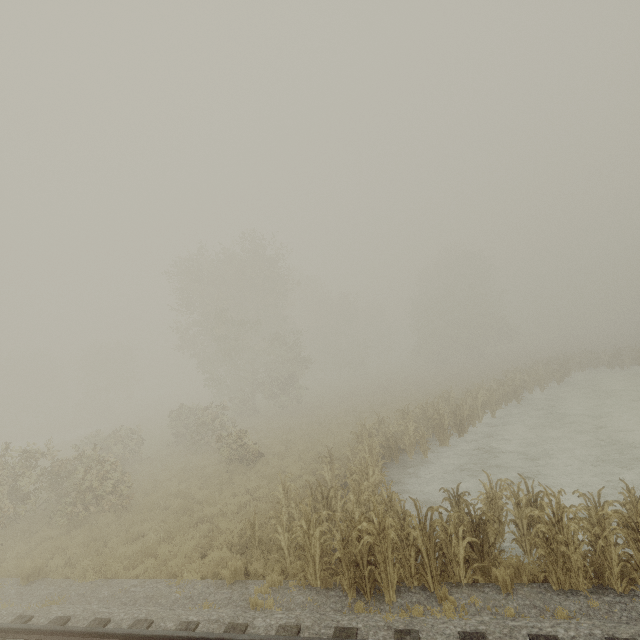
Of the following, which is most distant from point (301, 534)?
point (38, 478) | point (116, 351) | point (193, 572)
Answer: point (116, 351)
